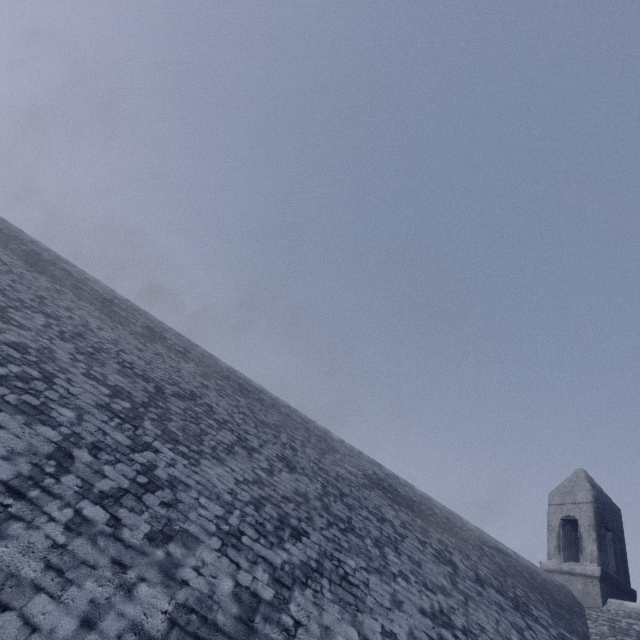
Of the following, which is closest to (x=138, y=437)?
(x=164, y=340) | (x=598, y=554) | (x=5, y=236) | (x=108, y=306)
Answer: (x=164, y=340)
